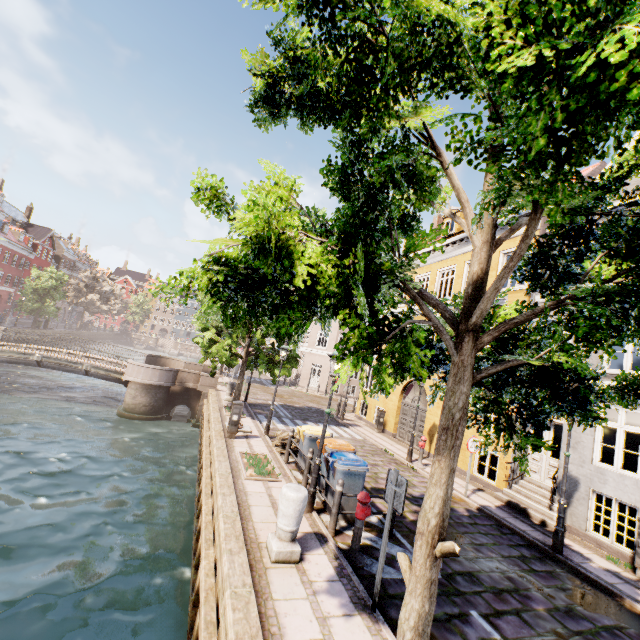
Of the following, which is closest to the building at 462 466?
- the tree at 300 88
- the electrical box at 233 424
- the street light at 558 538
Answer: the tree at 300 88

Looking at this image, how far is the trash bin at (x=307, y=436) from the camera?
9.71m

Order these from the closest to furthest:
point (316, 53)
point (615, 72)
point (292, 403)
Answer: point (615, 72) < point (316, 53) < point (292, 403)

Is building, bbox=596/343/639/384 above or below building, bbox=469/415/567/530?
above

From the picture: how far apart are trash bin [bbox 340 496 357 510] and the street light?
4.79m

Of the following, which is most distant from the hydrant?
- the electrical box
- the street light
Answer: the electrical box

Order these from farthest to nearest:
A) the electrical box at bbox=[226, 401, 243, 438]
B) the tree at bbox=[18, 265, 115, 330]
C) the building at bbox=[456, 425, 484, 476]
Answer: the tree at bbox=[18, 265, 115, 330]
the building at bbox=[456, 425, 484, 476]
the electrical box at bbox=[226, 401, 243, 438]

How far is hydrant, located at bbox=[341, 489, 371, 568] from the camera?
5.80m
